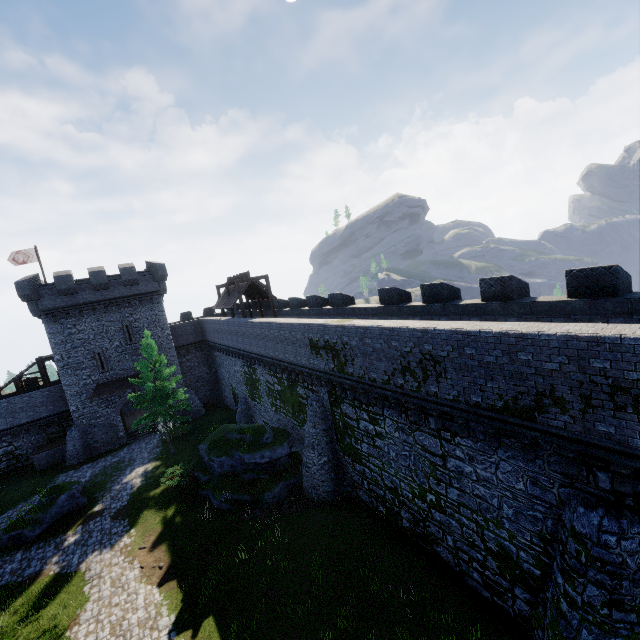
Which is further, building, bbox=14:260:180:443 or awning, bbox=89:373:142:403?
awning, bbox=89:373:142:403

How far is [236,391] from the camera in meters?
33.7

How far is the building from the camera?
28.66m

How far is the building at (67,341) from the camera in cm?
2866

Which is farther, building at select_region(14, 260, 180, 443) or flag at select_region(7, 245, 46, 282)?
flag at select_region(7, 245, 46, 282)

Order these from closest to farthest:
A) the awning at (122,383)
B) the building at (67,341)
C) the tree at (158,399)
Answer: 1. the tree at (158,399)
2. the building at (67,341)
3. the awning at (122,383)

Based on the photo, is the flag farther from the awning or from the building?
A: the awning
